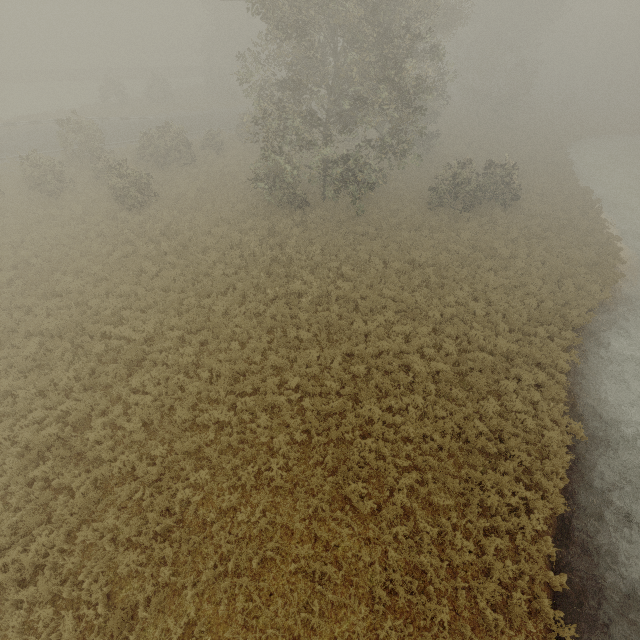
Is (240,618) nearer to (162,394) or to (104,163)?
(162,394)
